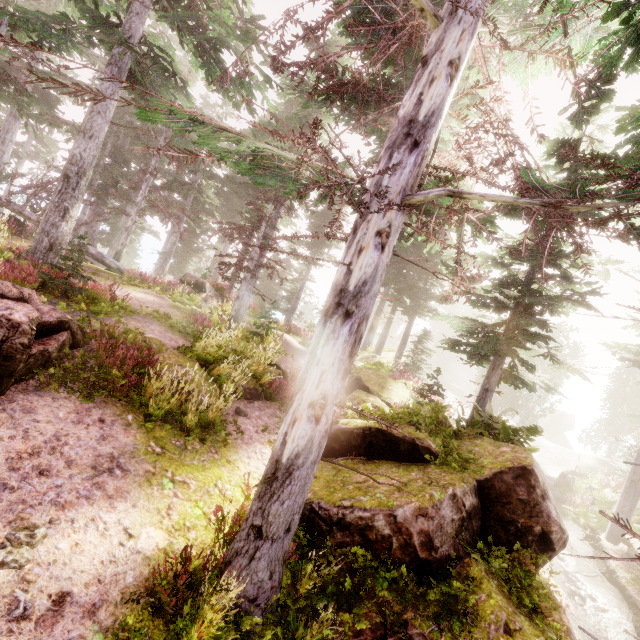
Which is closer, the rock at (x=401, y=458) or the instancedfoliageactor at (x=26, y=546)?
the instancedfoliageactor at (x=26, y=546)

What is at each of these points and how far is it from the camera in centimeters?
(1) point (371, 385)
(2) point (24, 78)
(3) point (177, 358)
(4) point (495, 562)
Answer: (1) rock, 1249cm
(2) instancedfoliageactor, 1947cm
(3) rock, 821cm
(4) instancedfoliageactor, 501cm

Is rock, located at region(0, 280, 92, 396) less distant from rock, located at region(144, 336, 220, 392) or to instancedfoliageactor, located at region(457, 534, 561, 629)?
instancedfoliageactor, located at region(457, 534, 561, 629)

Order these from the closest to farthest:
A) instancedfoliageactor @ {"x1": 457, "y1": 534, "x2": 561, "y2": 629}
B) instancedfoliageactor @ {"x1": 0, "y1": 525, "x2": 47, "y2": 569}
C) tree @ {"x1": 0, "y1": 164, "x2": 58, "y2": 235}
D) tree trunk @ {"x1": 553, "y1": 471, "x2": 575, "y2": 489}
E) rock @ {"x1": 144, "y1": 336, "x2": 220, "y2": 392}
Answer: instancedfoliageactor @ {"x1": 0, "y1": 525, "x2": 47, "y2": 569} < instancedfoliageactor @ {"x1": 457, "y1": 534, "x2": 561, "y2": 629} < rock @ {"x1": 144, "y1": 336, "x2": 220, "y2": 392} < tree @ {"x1": 0, "y1": 164, "x2": 58, "y2": 235} < tree trunk @ {"x1": 553, "y1": 471, "x2": 575, "y2": 489}

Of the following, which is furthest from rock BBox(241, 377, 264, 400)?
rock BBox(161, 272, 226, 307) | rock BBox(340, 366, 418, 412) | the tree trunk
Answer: the tree trunk

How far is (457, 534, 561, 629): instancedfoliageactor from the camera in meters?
4.9

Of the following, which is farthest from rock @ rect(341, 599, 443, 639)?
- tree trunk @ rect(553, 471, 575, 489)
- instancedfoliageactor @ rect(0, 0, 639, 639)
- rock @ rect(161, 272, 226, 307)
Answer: tree trunk @ rect(553, 471, 575, 489)

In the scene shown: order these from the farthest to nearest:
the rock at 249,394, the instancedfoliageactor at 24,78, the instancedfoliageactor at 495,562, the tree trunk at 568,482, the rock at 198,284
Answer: the tree trunk at 568,482
the rock at 198,284
the rock at 249,394
the instancedfoliageactor at 495,562
the instancedfoliageactor at 24,78
